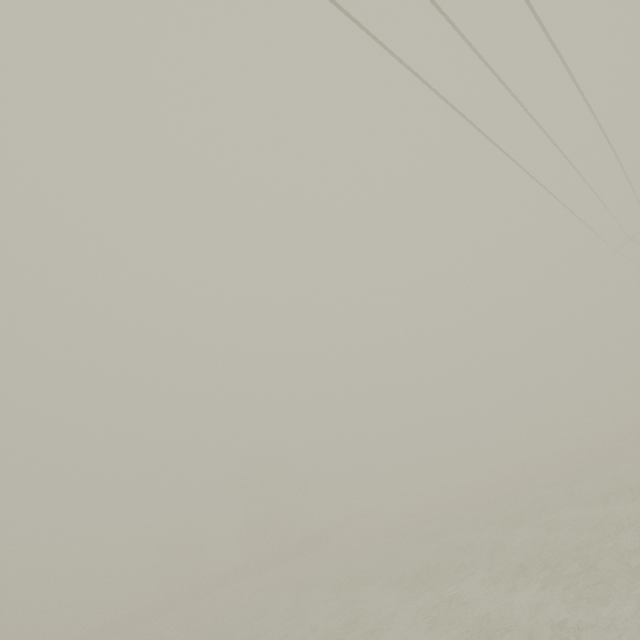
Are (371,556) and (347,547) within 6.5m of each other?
no
